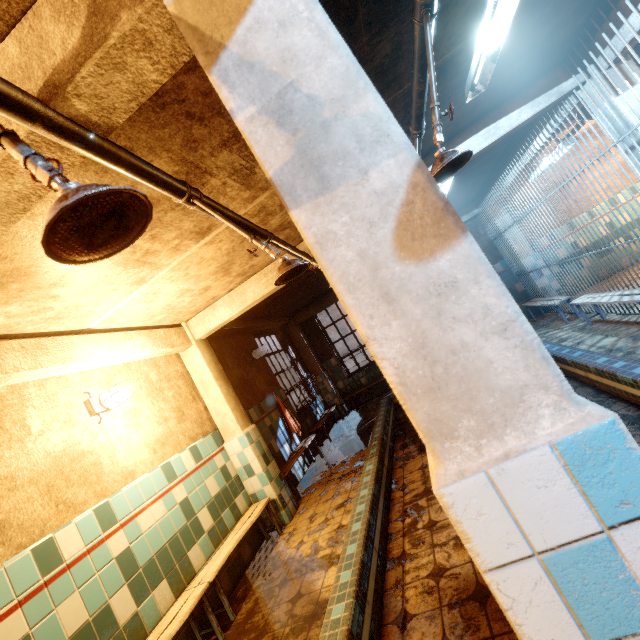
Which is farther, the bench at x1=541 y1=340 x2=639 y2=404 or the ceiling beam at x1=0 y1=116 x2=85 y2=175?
the bench at x1=541 y1=340 x2=639 y2=404

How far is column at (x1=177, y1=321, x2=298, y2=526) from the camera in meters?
4.2

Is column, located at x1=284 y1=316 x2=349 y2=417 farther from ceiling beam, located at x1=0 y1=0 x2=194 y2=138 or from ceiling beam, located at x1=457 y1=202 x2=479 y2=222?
ceiling beam, located at x1=0 y1=0 x2=194 y2=138

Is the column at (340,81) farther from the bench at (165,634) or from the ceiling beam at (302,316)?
the ceiling beam at (302,316)

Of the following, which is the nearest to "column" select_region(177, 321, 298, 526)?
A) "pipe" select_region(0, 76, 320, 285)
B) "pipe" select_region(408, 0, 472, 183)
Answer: "pipe" select_region(0, 76, 320, 285)

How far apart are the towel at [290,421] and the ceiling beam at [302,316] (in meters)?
2.77

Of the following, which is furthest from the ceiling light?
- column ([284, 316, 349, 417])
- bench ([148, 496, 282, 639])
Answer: column ([284, 316, 349, 417])

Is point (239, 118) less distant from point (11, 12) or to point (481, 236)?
point (11, 12)
